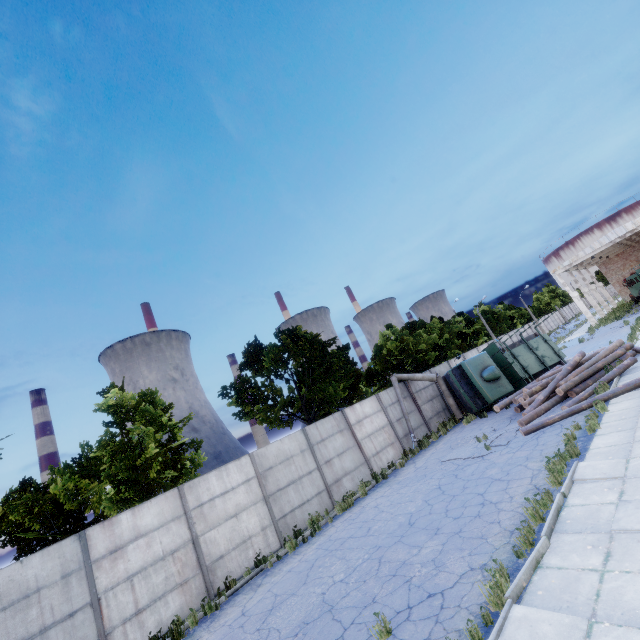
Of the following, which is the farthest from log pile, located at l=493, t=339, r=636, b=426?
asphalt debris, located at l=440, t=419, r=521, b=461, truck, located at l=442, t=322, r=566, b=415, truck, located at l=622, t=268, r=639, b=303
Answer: truck, located at l=622, t=268, r=639, b=303

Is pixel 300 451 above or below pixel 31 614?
above

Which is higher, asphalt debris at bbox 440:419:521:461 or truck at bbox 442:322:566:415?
truck at bbox 442:322:566:415

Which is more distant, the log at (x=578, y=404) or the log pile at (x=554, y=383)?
the log pile at (x=554, y=383)

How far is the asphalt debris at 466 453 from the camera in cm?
1255

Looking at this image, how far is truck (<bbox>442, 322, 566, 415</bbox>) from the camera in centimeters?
1884cm

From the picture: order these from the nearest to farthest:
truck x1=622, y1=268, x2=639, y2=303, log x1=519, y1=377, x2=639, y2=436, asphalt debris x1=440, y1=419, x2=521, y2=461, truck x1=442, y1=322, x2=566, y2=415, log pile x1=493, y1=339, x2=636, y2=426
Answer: log x1=519, y1=377, x2=639, y2=436
asphalt debris x1=440, y1=419, x2=521, y2=461
log pile x1=493, y1=339, x2=636, y2=426
truck x1=442, y1=322, x2=566, y2=415
truck x1=622, y1=268, x2=639, y2=303

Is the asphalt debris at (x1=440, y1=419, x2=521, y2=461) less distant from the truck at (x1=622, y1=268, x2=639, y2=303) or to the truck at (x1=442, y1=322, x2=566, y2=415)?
the truck at (x1=442, y1=322, x2=566, y2=415)
